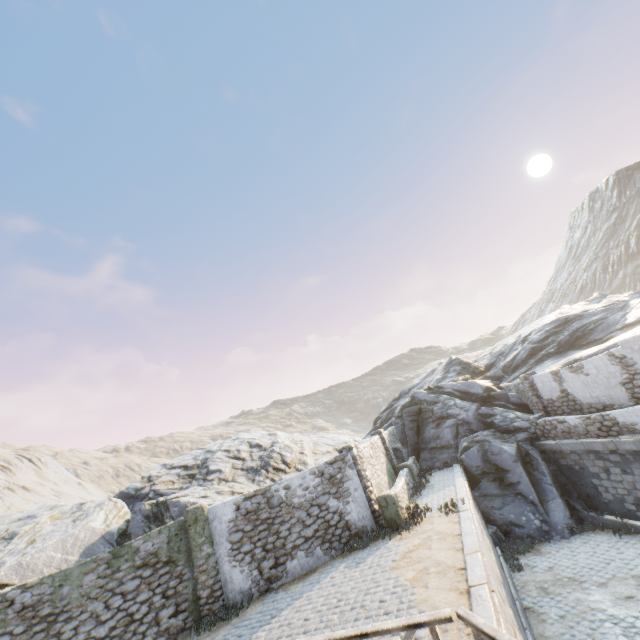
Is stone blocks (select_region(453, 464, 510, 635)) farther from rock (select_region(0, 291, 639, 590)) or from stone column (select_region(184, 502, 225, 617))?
stone column (select_region(184, 502, 225, 617))

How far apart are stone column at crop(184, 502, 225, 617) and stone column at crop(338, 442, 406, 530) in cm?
512

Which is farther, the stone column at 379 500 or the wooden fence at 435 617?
the stone column at 379 500

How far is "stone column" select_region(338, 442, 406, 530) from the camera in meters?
11.5

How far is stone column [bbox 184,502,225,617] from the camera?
9.87m

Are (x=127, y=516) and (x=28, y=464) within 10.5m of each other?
no

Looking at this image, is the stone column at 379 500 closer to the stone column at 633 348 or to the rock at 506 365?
the rock at 506 365

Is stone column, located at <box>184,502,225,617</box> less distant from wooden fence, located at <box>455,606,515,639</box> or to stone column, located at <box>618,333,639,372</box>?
wooden fence, located at <box>455,606,515,639</box>
